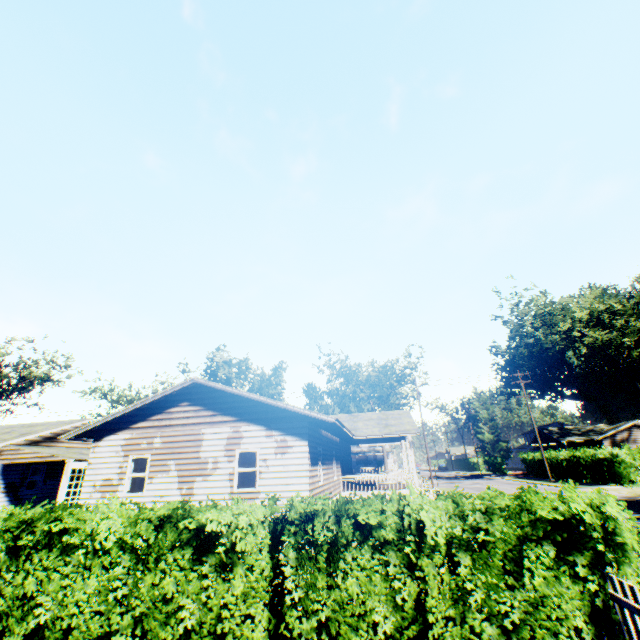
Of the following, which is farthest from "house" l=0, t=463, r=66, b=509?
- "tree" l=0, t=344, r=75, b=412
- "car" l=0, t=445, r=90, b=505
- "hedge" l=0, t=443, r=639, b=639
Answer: "hedge" l=0, t=443, r=639, b=639

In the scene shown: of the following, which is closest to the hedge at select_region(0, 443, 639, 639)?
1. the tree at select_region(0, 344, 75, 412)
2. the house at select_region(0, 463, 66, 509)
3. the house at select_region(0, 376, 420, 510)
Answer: the house at select_region(0, 376, 420, 510)

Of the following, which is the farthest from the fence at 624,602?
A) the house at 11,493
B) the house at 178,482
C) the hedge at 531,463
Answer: the hedge at 531,463

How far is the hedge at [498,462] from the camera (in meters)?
55.47

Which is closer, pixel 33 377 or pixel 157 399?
pixel 157 399

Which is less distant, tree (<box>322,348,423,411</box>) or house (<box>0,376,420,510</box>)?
house (<box>0,376,420,510</box>)

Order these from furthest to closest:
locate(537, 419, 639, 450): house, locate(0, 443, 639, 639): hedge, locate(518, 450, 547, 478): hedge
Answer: locate(537, 419, 639, 450): house < locate(518, 450, 547, 478): hedge < locate(0, 443, 639, 639): hedge

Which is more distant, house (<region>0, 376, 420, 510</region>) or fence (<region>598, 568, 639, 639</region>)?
house (<region>0, 376, 420, 510</region>)
